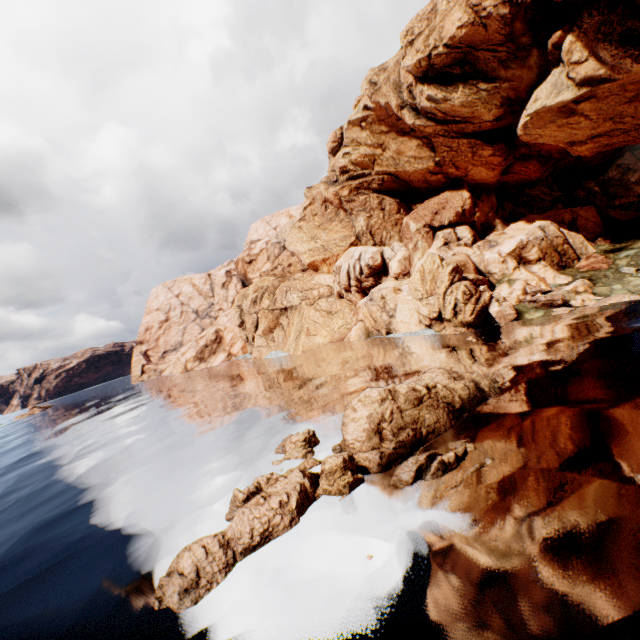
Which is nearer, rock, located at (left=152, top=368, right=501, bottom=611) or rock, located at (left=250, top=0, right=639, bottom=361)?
rock, located at (left=152, top=368, right=501, bottom=611)

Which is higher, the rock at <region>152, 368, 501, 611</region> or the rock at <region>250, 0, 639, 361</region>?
the rock at <region>250, 0, 639, 361</region>

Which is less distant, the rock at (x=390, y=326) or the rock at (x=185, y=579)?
the rock at (x=185, y=579)

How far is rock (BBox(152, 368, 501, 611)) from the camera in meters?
9.9

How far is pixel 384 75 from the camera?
38.0m

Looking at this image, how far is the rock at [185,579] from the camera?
9.94m
